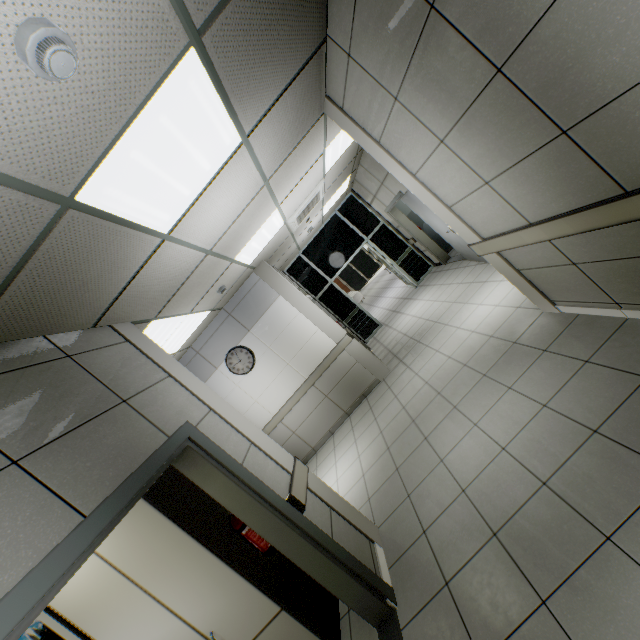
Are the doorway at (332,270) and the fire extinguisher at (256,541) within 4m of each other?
no

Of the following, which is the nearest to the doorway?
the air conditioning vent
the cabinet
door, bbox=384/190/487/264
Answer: door, bbox=384/190/487/264

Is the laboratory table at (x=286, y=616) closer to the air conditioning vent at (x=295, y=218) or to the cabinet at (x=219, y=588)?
the cabinet at (x=219, y=588)

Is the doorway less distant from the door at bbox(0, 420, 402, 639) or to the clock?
the clock

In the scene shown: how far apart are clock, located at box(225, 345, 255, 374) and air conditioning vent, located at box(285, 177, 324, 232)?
2.4m

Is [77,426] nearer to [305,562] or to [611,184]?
[305,562]

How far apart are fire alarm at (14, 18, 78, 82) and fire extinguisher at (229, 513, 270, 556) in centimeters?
281cm

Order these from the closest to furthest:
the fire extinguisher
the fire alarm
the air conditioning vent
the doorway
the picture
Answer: the fire alarm < the fire extinguisher < the picture < the air conditioning vent < the doorway
